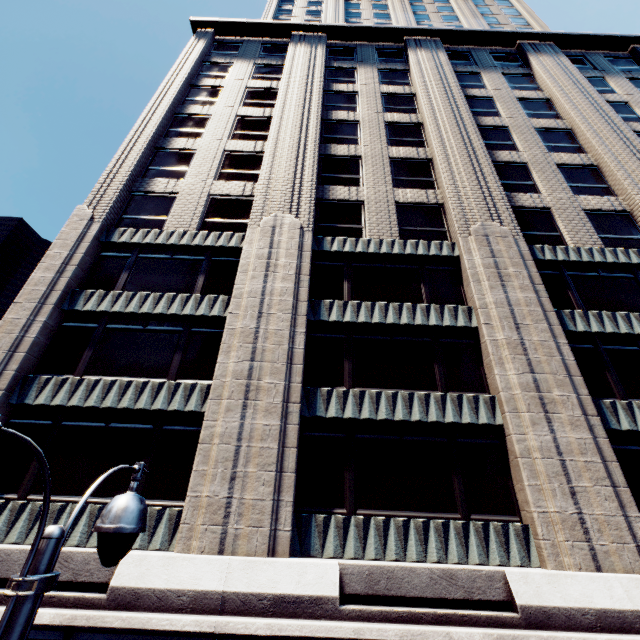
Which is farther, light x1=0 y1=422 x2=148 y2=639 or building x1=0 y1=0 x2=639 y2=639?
building x1=0 y1=0 x2=639 y2=639

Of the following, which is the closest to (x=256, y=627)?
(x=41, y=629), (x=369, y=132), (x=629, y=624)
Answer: (x=41, y=629)

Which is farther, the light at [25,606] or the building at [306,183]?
the building at [306,183]
